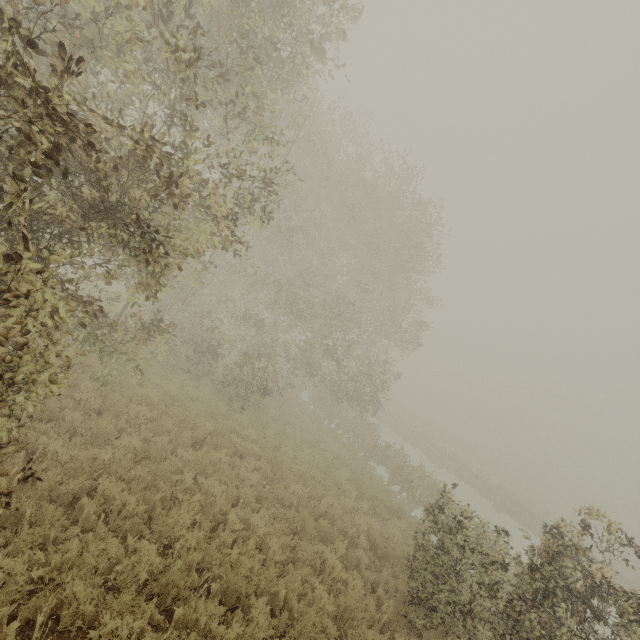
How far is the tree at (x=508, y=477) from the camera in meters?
52.1

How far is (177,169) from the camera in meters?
4.6

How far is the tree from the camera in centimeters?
5209cm
